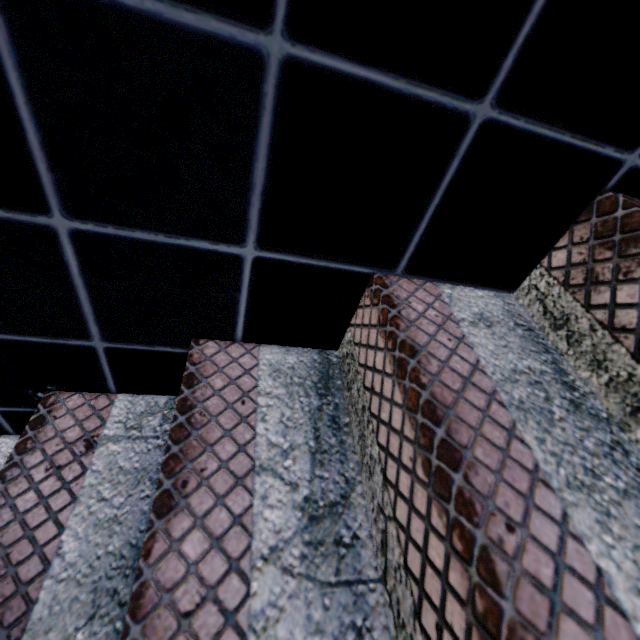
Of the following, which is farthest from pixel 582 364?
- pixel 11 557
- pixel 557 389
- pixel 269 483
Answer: pixel 11 557
